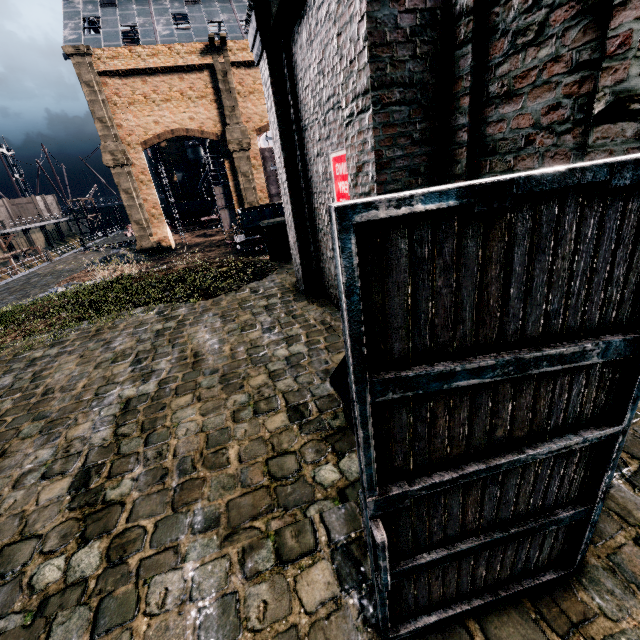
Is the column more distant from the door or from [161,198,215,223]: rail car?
[161,198,215,223]: rail car

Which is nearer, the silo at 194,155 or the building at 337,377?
the building at 337,377

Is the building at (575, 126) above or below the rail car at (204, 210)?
above

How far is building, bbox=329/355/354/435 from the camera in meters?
3.9 m

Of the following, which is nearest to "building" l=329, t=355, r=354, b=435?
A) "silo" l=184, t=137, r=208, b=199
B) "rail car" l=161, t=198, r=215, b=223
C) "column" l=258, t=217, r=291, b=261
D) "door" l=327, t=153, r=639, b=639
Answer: "door" l=327, t=153, r=639, b=639

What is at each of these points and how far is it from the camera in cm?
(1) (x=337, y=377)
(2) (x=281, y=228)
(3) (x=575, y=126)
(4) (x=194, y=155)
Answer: (1) building, 430
(2) column, 1377
(3) building, 195
(4) silo, 5728

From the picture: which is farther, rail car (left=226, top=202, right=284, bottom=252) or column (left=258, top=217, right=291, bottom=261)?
rail car (left=226, top=202, right=284, bottom=252)

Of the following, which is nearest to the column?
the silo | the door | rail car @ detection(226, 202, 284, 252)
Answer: the door
